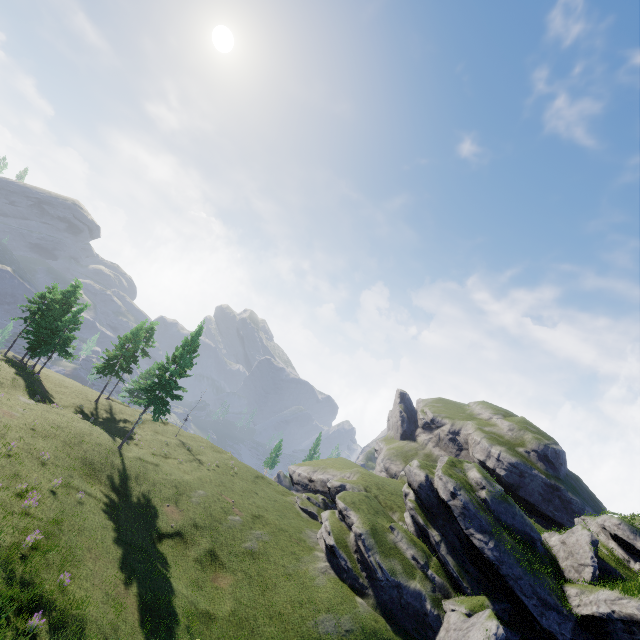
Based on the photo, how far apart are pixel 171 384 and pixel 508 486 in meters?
51.1
